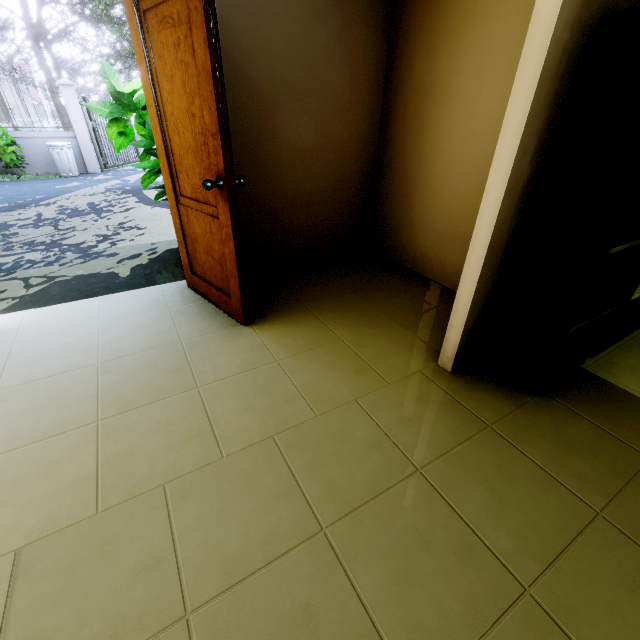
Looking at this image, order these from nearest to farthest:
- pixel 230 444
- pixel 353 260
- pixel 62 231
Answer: pixel 230 444 → pixel 353 260 → pixel 62 231

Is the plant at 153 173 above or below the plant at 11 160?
above

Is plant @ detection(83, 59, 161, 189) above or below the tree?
below

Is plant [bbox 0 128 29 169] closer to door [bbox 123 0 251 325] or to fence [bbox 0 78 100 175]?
door [bbox 123 0 251 325]

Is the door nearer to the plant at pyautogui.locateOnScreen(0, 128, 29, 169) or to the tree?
the tree

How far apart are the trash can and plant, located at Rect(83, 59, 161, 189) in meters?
9.0

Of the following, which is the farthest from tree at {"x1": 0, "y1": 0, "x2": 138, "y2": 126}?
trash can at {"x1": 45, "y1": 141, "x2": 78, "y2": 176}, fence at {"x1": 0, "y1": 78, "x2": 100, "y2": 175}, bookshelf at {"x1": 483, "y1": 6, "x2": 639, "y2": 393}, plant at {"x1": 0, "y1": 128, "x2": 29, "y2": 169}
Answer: bookshelf at {"x1": 483, "y1": 6, "x2": 639, "y2": 393}

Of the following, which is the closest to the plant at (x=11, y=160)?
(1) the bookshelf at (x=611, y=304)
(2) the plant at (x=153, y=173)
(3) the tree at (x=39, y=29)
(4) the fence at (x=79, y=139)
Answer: (3) the tree at (x=39, y=29)
